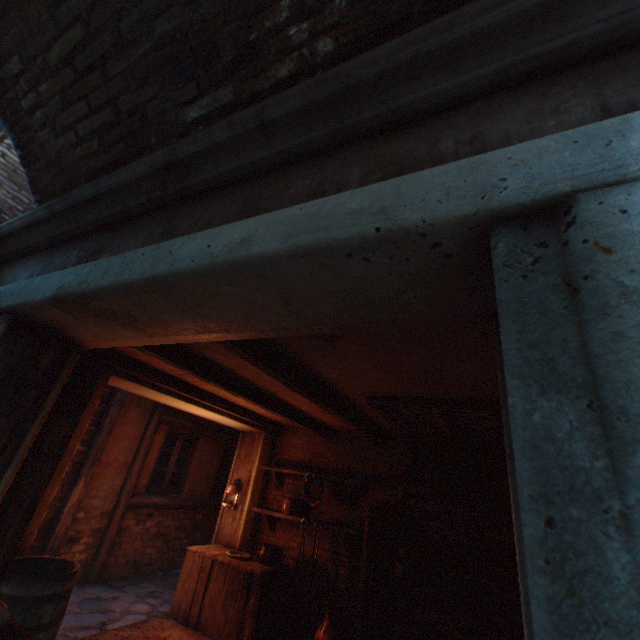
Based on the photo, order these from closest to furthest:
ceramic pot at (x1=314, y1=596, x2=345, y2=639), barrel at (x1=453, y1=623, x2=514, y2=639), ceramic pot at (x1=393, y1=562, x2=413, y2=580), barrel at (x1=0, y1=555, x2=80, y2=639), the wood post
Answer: barrel at (x1=0, y1=555, x2=80, y2=639)
barrel at (x1=453, y1=623, x2=514, y2=639)
ceramic pot at (x1=314, y1=596, x2=345, y2=639)
ceramic pot at (x1=393, y1=562, x2=413, y2=580)
the wood post

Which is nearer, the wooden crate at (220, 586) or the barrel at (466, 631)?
the barrel at (466, 631)

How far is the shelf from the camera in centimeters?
538cm

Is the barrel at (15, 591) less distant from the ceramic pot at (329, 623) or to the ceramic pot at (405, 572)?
the ceramic pot at (329, 623)

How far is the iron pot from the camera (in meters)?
5.33

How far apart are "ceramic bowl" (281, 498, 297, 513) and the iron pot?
0.37m

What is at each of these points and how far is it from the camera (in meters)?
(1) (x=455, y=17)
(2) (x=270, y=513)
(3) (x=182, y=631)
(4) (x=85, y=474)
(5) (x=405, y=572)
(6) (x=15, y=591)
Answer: (1) building, 1.34
(2) shelf, 5.58
(3) building, 4.40
(4) wood post, 5.71
(5) ceramic pot, 4.39
(6) barrel, 2.58

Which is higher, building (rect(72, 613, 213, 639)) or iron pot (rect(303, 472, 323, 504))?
iron pot (rect(303, 472, 323, 504))
